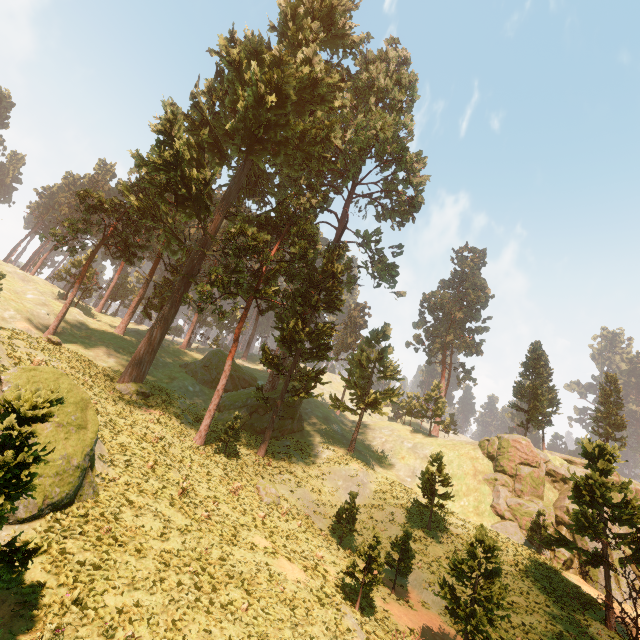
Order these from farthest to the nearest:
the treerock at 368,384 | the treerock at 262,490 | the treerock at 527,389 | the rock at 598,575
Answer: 1. the treerock at 527,389
2. the treerock at 368,384
3. the rock at 598,575
4. the treerock at 262,490

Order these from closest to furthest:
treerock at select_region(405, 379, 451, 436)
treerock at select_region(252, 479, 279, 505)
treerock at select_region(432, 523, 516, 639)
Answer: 1. treerock at select_region(432, 523, 516, 639)
2. treerock at select_region(252, 479, 279, 505)
3. treerock at select_region(405, 379, 451, 436)

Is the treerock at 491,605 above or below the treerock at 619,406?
below

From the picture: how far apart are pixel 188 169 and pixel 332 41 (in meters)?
28.06

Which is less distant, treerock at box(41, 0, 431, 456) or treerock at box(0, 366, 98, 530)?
treerock at box(0, 366, 98, 530)

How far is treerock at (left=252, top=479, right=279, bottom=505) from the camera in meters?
22.1
